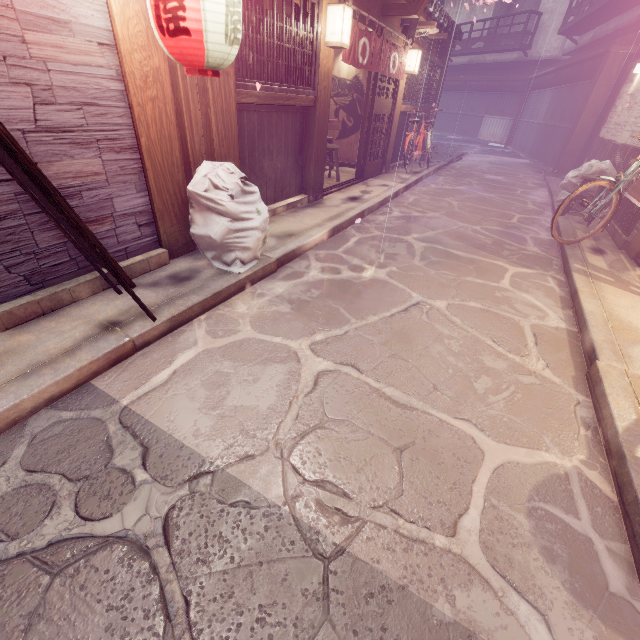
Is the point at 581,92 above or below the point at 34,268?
above

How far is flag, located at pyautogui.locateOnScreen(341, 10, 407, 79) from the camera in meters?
9.3

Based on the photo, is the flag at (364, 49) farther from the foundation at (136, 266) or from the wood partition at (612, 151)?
the wood partition at (612, 151)

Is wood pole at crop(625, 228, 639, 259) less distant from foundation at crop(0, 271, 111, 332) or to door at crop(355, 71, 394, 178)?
foundation at crop(0, 271, 111, 332)

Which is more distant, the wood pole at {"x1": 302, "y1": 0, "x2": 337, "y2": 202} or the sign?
the wood pole at {"x1": 302, "y1": 0, "x2": 337, "y2": 202}

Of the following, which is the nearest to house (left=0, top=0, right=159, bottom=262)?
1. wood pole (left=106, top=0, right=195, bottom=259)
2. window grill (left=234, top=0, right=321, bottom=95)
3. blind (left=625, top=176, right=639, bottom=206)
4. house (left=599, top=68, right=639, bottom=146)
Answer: wood pole (left=106, top=0, right=195, bottom=259)

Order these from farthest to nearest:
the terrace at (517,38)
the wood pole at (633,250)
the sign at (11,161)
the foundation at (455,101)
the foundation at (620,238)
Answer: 1. the foundation at (455,101)
2. the terrace at (517,38)
3. the foundation at (620,238)
4. the wood pole at (633,250)
5. the sign at (11,161)

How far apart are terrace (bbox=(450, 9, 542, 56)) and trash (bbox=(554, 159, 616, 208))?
32.81m
